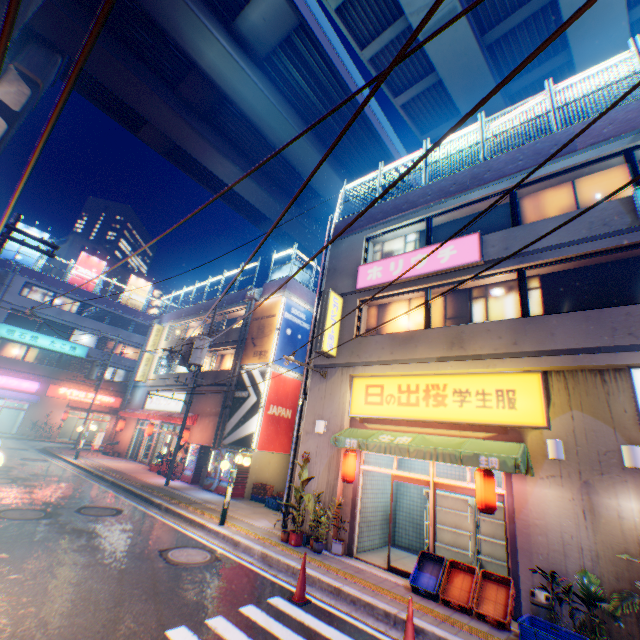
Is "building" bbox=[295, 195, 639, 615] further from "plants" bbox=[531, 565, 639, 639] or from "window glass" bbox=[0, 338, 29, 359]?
"window glass" bbox=[0, 338, 29, 359]

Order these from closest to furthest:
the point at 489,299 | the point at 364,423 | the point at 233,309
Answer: the point at 489,299, the point at 364,423, the point at 233,309

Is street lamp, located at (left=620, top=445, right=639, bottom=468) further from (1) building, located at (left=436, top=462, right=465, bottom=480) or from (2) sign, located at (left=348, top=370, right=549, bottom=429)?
(2) sign, located at (left=348, top=370, right=549, bottom=429)

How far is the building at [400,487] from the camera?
11.23m

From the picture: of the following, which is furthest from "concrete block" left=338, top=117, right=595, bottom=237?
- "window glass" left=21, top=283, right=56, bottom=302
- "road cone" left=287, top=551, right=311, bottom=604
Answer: "window glass" left=21, top=283, right=56, bottom=302

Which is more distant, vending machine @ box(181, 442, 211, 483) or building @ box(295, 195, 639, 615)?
vending machine @ box(181, 442, 211, 483)

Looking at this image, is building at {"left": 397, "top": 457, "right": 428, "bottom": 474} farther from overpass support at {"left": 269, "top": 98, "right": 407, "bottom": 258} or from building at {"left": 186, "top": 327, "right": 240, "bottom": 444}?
overpass support at {"left": 269, "top": 98, "right": 407, "bottom": 258}

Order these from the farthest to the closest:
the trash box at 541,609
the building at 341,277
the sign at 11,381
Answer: the sign at 11,381
the building at 341,277
the trash box at 541,609
